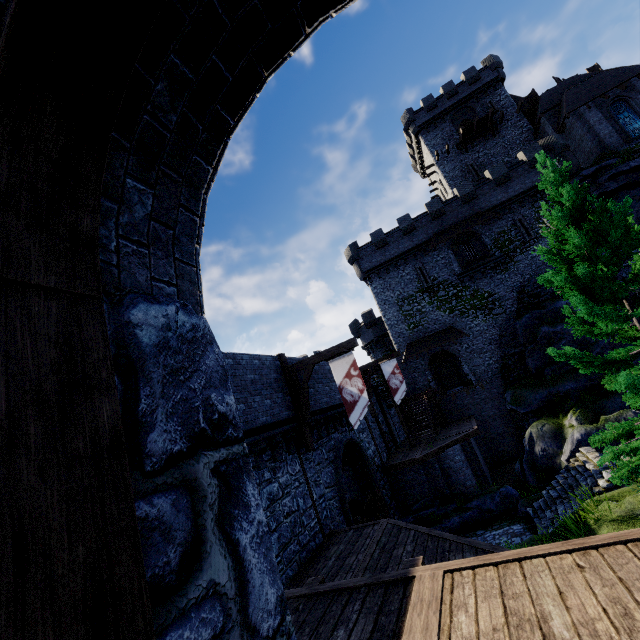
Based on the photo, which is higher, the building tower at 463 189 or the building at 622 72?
the building at 622 72

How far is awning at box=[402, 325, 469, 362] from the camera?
28.8m

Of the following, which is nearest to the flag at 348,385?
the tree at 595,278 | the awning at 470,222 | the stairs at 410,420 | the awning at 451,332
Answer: the tree at 595,278

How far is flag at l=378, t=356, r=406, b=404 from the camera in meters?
20.6

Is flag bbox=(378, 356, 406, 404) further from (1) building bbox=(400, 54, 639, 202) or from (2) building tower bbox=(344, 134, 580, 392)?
(1) building bbox=(400, 54, 639, 202)

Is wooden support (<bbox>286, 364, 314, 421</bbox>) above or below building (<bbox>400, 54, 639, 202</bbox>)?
below

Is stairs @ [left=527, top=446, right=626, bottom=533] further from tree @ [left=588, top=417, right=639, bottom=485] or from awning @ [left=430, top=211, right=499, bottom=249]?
awning @ [left=430, top=211, right=499, bottom=249]

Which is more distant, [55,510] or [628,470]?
[628,470]
